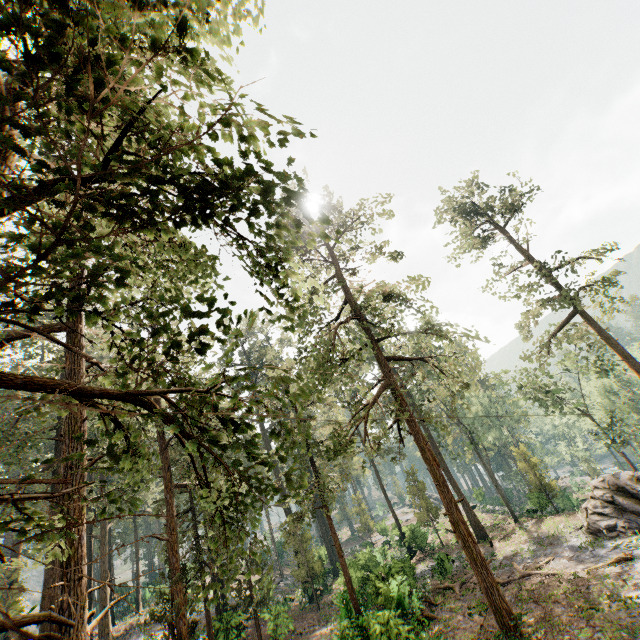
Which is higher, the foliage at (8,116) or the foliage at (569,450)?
the foliage at (8,116)

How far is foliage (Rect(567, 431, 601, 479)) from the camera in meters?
52.2 m

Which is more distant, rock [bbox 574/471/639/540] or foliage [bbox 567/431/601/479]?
foliage [bbox 567/431/601/479]

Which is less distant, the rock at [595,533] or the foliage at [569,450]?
the rock at [595,533]

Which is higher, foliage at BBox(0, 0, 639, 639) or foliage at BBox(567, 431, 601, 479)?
foliage at BBox(0, 0, 639, 639)

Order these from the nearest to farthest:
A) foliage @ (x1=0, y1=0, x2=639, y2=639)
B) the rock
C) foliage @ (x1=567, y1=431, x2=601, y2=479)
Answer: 1. foliage @ (x1=0, y1=0, x2=639, y2=639)
2. the rock
3. foliage @ (x1=567, y1=431, x2=601, y2=479)

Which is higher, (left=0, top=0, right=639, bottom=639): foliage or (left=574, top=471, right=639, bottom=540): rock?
(left=0, top=0, right=639, bottom=639): foliage

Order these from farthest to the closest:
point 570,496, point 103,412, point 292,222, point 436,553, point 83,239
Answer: point 570,496 < point 436,553 < point 292,222 < point 83,239 < point 103,412
